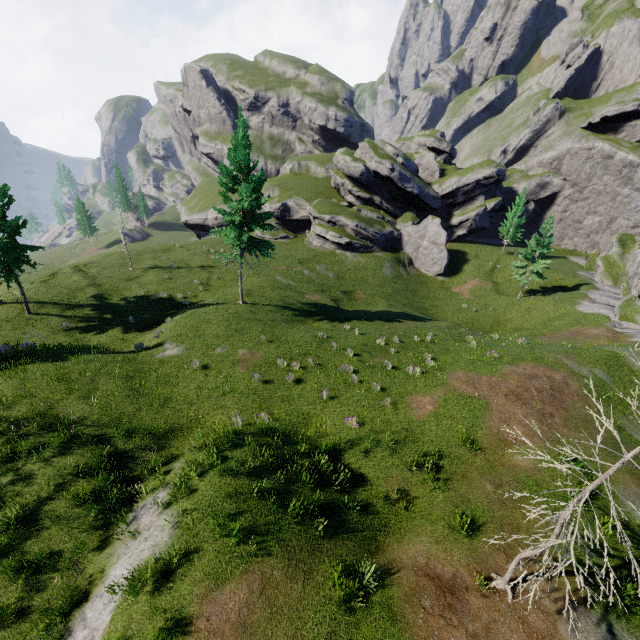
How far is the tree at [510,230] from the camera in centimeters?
4897cm

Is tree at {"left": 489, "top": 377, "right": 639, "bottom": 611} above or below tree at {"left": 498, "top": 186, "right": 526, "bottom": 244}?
below

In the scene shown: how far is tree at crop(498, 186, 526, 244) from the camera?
48.97m

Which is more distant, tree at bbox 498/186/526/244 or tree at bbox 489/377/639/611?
tree at bbox 498/186/526/244

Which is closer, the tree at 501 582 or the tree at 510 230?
the tree at 501 582

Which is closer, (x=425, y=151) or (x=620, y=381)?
(x=620, y=381)
